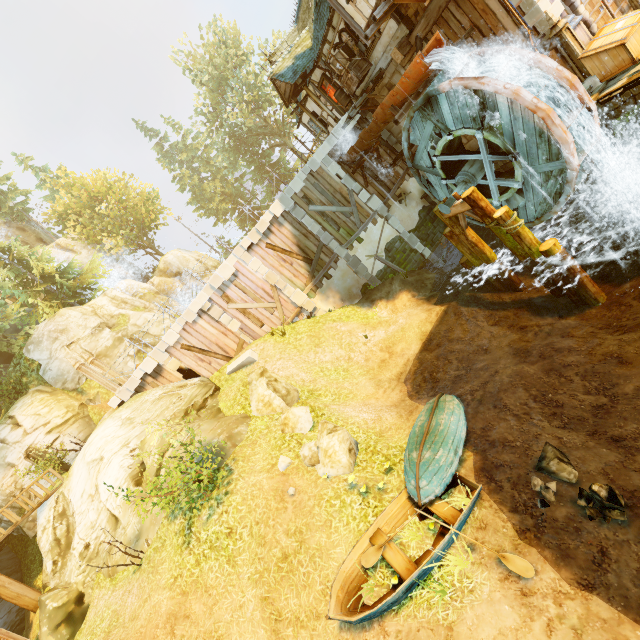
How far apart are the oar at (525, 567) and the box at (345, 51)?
16.6 meters

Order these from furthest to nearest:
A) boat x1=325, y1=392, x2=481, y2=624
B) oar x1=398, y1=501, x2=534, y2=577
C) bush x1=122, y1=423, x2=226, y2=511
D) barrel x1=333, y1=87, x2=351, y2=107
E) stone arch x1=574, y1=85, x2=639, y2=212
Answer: barrel x1=333, y1=87, x2=351, y2=107
stone arch x1=574, y1=85, x2=639, y2=212
bush x1=122, y1=423, x2=226, y2=511
boat x1=325, y1=392, x2=481, y2=624
oar x1=398, y1=501, x2=534, y2=577

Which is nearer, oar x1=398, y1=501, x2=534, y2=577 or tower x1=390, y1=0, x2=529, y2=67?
oar x1=398, y1=501, x2=534, y2=577

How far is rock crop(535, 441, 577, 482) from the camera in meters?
6.4 m

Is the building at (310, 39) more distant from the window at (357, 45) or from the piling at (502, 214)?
the piling at (502, 214)

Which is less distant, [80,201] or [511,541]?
[511,541]

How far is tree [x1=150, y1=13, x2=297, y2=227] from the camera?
36.6m

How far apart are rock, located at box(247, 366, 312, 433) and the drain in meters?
11.1
